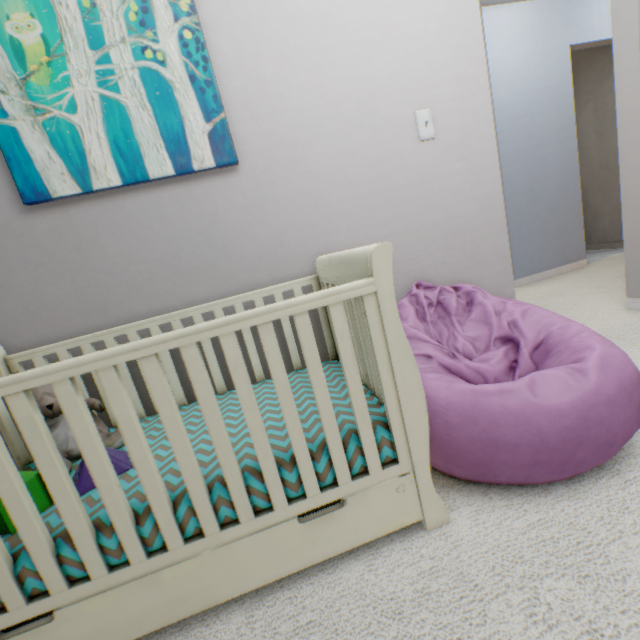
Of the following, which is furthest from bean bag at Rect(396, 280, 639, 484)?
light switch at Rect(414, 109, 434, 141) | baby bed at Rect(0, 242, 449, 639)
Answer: light switch at Rect(414, 109, 434, 141)

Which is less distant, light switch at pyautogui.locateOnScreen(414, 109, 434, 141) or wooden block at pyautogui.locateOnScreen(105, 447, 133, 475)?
wooden block at pyautogui.locateOnScreen(105, 447, 133, 475)

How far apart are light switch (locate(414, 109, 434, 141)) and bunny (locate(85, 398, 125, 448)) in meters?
1.8

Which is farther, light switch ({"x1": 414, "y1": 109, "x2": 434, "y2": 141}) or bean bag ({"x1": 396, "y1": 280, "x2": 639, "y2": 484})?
light switch ({"x1": 414, "y1": 109, "x2": 434, "y2": 141})

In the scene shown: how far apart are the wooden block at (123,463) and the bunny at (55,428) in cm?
6

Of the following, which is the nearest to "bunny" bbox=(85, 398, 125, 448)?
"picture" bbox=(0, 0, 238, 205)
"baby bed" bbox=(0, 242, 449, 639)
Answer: "baby bed" bbox=(0, 242, 449, 639)

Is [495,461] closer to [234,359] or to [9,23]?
[234,359]

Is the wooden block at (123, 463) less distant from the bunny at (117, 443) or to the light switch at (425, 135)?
the bunny at (117, 443)
